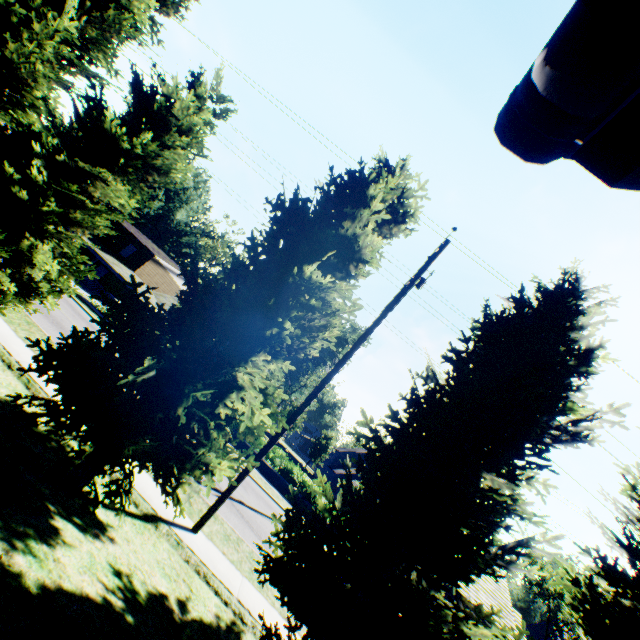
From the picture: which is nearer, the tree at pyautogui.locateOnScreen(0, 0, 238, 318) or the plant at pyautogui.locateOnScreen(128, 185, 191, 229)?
the tree at pyautogui.locateOnScreen(0, 0, 238, 318)

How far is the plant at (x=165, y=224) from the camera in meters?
57.7 m

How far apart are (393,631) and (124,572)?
4.43m

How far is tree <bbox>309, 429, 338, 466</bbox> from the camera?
50.4m

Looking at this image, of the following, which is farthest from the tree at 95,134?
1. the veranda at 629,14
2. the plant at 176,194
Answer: the veranda at 629,14

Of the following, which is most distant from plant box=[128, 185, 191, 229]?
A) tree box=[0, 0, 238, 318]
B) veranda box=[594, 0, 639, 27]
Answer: veranda box=[594, 0, 639, 27]

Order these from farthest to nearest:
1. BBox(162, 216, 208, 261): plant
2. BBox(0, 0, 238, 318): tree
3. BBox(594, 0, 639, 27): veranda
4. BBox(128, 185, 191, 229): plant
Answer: BBox(162, 216, 208, 261): plant → BBox(128, 185, 191, 229): plant → BBox(0, 0, 238, 318): tree → BBox(594, 0, 639, 27): veranda

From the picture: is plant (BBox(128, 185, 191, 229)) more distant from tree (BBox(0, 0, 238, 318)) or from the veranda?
the veranda
